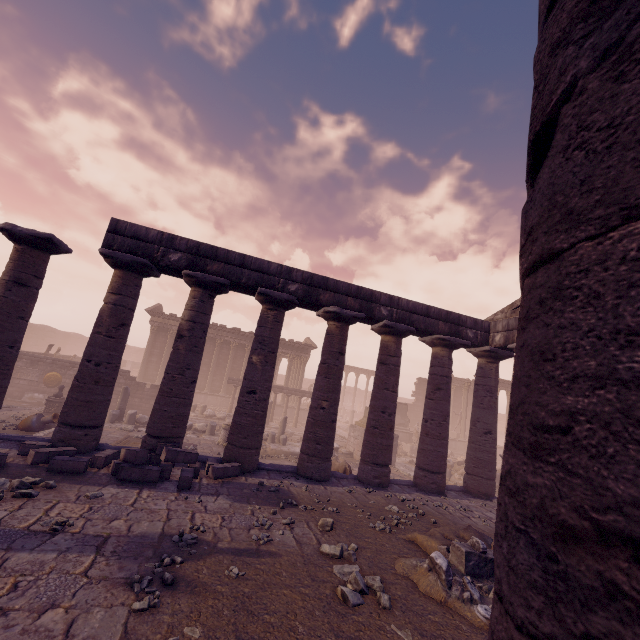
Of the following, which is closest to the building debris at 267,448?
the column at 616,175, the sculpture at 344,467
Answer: the sculpture at 344,467

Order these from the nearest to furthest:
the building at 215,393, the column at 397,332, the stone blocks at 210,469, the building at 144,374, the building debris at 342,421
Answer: the stone blocks at 210,469, the column at 397,332, the building at 144,374, the building at 215,393, the building debris at 342,421

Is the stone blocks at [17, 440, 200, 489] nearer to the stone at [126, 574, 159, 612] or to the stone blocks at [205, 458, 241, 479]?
the stone blocks at [205, 458, 241, 479]

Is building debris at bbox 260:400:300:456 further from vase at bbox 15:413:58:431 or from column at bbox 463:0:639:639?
column at bbox 463:0:639:639

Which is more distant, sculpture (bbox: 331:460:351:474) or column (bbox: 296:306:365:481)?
sculpture (bbox: 331:460:351:474)

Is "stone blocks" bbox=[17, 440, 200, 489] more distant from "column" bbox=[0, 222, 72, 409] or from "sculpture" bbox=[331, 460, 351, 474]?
"sculpture" bbox=[331, 460, 351, 474]

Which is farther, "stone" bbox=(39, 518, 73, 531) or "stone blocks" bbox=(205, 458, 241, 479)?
"stone blocks" bbox=(205, 458, 241, 479)

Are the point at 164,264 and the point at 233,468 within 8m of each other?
yes
